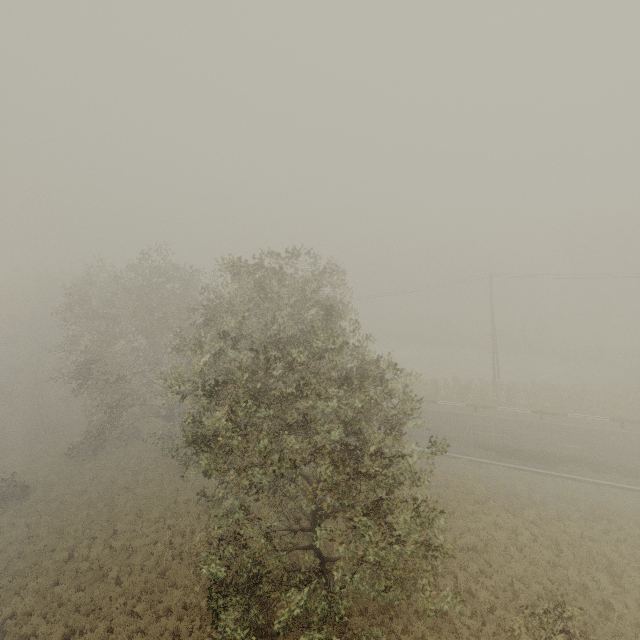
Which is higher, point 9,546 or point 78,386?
point 78,386

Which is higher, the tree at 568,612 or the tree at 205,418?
the tree at 205,418

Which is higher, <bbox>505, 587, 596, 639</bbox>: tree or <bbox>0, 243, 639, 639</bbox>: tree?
<bbox>0, 243, 639, 639</bbox>: tree
